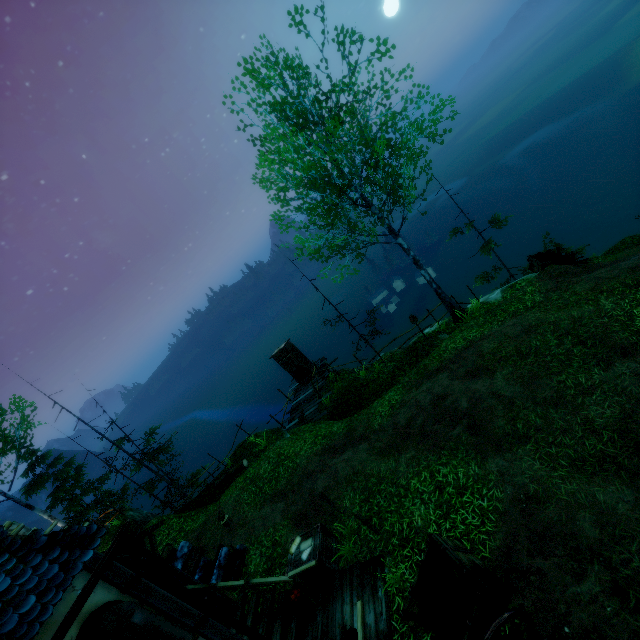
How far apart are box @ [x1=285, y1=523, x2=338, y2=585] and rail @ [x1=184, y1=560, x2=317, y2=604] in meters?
0.2

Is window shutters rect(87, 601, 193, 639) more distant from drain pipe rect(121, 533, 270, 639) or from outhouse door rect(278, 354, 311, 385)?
outhouse door rect(278, 354, 311, 385)

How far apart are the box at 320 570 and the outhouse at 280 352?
10.7 meters

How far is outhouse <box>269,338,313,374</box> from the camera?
18.9 meters

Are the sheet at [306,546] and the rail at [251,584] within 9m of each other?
yes

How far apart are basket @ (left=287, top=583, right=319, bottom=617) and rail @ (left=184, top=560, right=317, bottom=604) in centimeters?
14cm

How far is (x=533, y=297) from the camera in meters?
11.5 m

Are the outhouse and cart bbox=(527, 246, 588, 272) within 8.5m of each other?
no
